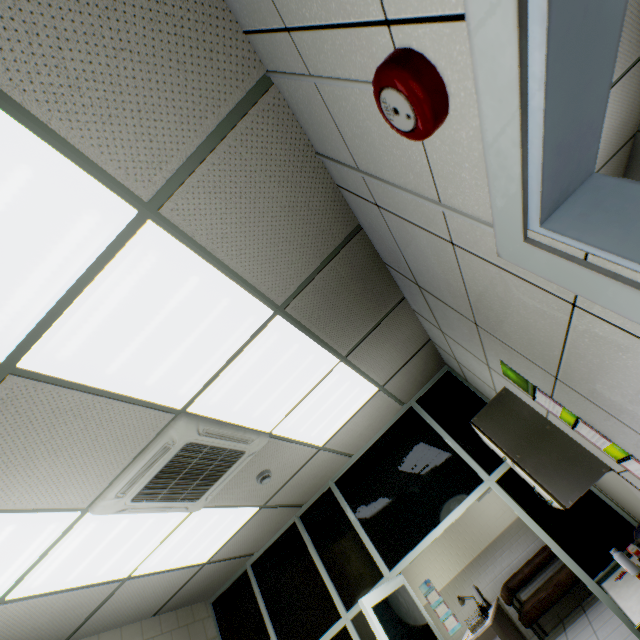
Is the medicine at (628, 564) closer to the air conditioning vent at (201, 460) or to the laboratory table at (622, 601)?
the laboratory table at (622, 601)

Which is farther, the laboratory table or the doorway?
the doorway

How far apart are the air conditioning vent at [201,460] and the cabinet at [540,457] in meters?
1.8

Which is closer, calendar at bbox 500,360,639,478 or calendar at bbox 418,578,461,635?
calendar at bbox 500,360,639,478

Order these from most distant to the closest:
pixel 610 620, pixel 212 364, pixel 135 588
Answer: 1. pixel 610 620
2. pixel 135 588
3. pixel 212 364

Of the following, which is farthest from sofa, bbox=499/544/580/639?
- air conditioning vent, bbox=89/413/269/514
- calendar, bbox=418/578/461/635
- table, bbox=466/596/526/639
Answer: air conditioning vent, bbox=89/413/269/514

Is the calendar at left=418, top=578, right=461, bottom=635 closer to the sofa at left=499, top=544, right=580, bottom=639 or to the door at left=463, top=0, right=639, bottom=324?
the sofa at left=499, top=544, right=580, bottom=639

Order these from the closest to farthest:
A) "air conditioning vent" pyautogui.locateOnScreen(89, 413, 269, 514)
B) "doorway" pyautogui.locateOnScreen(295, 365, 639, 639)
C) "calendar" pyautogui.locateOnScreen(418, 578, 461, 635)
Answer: "air conditioning vent" pyautogui.locateOnScreen(89, 413, 269, 514) → "doorway" pyautogui.locateOnScreen(295, 365, 639, 639) → "calendar" pyautogui.locateOnScreen(418, 578, 461, 635)
